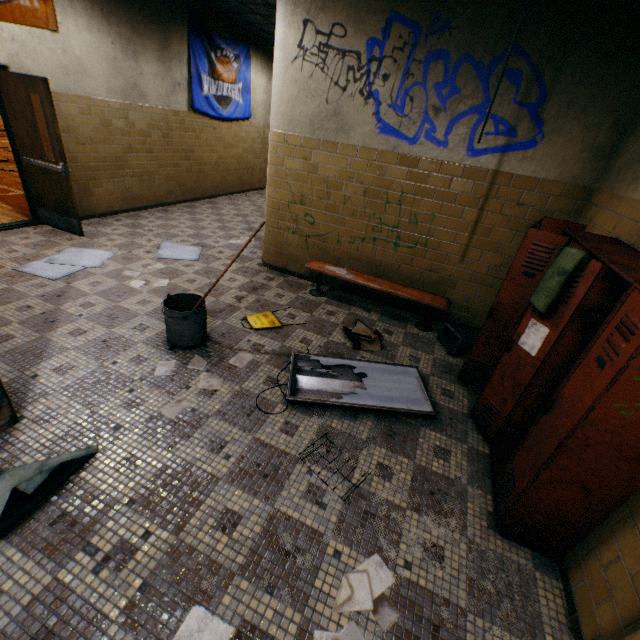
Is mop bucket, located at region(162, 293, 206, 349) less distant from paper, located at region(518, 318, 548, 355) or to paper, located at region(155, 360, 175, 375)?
paper, located at region(155, 360, 175, 375)

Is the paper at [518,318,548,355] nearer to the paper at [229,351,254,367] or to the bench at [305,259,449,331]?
the bench at [305,259,449,331]

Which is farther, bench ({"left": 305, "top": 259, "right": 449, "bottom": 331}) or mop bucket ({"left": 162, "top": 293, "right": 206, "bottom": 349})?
bench ({"left": 305, "top": 259, "right": 449, "bottom": 331})

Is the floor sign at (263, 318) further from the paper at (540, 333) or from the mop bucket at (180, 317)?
the paper at (540, 333)

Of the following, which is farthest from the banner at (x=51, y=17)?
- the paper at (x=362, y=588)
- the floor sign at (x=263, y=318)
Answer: the paper at (x=362, y=588)

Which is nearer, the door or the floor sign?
the floor sign

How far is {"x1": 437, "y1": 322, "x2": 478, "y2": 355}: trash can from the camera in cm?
382

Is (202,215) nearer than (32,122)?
No
